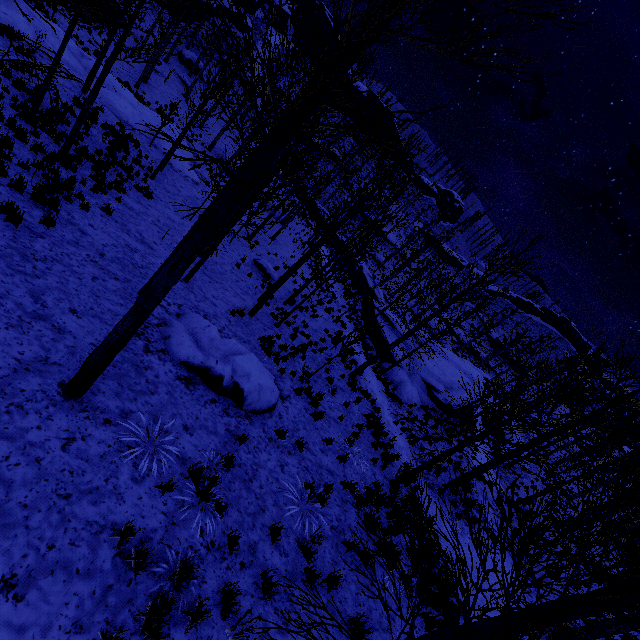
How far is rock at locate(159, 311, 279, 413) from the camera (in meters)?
7.35

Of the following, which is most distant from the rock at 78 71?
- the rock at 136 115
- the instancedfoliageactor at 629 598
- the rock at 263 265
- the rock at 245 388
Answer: the instancedfoliageactor at 629 598

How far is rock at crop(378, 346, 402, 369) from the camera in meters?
22.4

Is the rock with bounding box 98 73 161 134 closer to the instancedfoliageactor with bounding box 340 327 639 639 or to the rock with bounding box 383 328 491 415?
the rock with bounding box 383 328 491 415

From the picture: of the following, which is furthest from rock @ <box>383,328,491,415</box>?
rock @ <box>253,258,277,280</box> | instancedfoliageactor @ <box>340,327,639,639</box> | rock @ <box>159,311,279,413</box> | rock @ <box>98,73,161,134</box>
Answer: rock @ <box>98,73,161,134</box>

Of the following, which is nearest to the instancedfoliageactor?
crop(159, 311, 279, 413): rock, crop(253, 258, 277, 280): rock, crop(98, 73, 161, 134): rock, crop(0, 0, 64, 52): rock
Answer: crop(159, 311, 279, 413): rock

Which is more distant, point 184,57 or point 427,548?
point 184,57

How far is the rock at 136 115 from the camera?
20.08m
